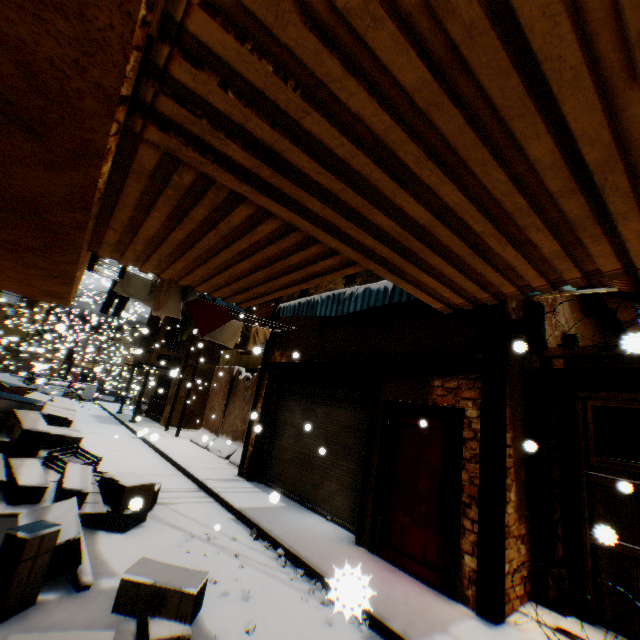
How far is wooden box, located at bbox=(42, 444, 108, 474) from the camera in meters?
5.1

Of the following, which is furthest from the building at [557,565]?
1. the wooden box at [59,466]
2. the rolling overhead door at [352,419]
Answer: the wooden box at [59,466]

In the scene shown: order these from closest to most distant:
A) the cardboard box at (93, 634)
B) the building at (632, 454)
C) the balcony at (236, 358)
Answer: the cardboard box at (93, 634)
the building at (632, 454)
the balcony at (236, 358)

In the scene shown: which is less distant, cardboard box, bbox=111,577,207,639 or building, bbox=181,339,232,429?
cardboard box, bbox=111,577,207,639

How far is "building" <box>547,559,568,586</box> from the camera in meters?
4.4

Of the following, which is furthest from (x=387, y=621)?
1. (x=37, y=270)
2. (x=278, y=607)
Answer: (x=37, y=270)

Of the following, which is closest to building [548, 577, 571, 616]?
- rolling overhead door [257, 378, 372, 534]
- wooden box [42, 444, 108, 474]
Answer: rolling overhead door [257, 378, 372, 534]

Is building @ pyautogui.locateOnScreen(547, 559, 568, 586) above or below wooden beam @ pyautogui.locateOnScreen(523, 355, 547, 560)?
below
